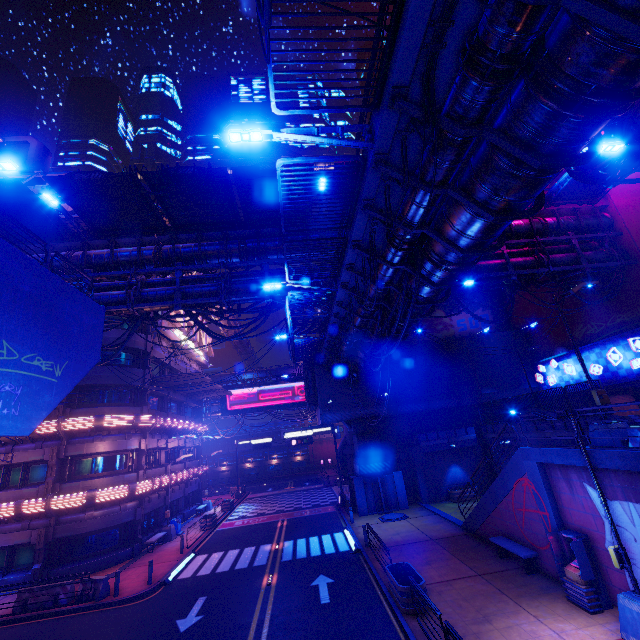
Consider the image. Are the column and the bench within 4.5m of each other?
yes

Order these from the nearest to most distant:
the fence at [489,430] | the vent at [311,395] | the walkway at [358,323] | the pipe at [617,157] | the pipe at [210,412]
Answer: the walkway at [358,323] < the pipe at [617,157] < the fence at [489,430] < the vent at [311,395] < the pipe at [210,412]

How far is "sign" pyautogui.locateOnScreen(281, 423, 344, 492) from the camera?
30.9 meters

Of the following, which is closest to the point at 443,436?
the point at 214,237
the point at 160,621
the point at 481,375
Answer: the point at 481,375

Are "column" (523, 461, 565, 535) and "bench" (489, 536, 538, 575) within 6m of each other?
yes

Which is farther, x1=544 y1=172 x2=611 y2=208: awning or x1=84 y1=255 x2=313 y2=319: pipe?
x1=544 y1=172 x2=611 y2=208: awning

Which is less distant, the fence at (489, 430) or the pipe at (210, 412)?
the fence at (489, 430)

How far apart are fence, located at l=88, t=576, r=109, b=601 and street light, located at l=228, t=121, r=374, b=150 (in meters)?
20.99
